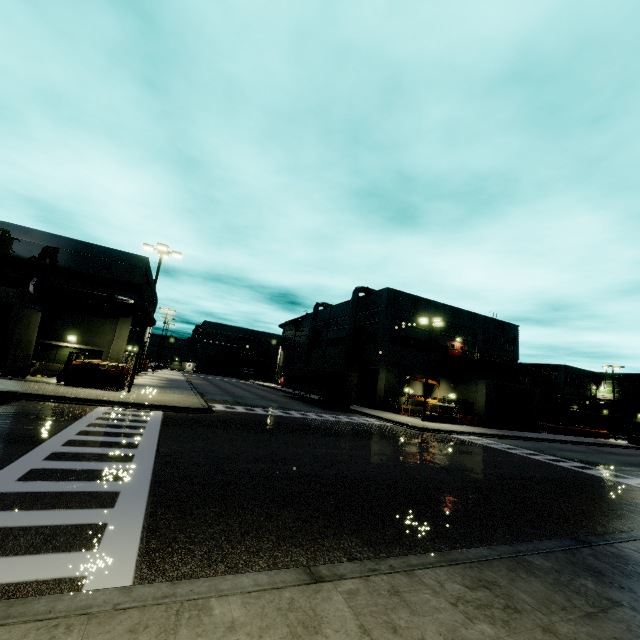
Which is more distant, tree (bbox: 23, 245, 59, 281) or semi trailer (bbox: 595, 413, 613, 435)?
semi trailer (bbox: 595, 413, 613, 435)

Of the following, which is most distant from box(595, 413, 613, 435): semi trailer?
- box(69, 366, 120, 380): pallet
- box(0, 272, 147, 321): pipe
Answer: box(69, 366, 120, 380): pallet

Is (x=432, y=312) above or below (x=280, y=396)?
above

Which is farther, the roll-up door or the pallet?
the roll-up door

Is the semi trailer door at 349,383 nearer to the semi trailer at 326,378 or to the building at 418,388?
the semi trailer at 326,378

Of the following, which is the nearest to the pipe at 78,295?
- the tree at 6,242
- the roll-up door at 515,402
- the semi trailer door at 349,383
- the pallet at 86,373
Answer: the tree at 6,242

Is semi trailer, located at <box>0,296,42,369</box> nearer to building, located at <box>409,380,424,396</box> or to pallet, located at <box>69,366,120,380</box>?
building, located at <box>409,380,424,396</box>
